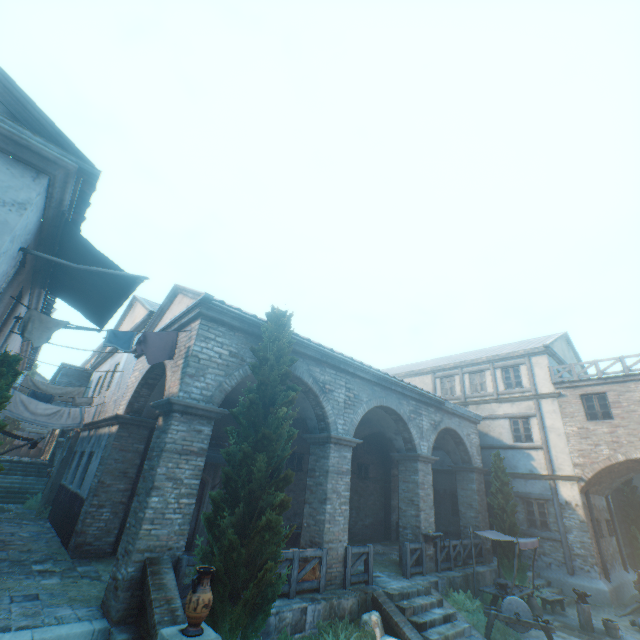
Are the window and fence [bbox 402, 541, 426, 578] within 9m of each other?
yes

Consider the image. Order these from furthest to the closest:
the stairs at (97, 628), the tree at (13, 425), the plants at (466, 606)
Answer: the plants at (466, 606) → the stairs at (97, 628) → the tree at (13, 425)

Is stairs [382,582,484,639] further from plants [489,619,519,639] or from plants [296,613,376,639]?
plants [296,613,376,639]

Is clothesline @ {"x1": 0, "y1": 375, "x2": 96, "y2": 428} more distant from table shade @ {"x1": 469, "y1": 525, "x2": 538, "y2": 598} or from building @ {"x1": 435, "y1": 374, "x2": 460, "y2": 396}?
table shade @ {"x1": 469, "y1": 525, "x2": 538, "y2": 598}

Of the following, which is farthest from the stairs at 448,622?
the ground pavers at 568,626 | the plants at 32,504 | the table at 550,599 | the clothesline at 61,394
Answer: the plants at 32,504

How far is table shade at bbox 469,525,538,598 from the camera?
10.8m

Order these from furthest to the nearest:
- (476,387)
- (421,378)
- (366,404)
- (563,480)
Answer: (421,378)
(476,387)
(563,480)
(366,404)

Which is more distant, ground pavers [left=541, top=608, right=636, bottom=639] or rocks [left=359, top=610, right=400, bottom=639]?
ground pavers [left=541, top=608, right=636, bottom=639]
